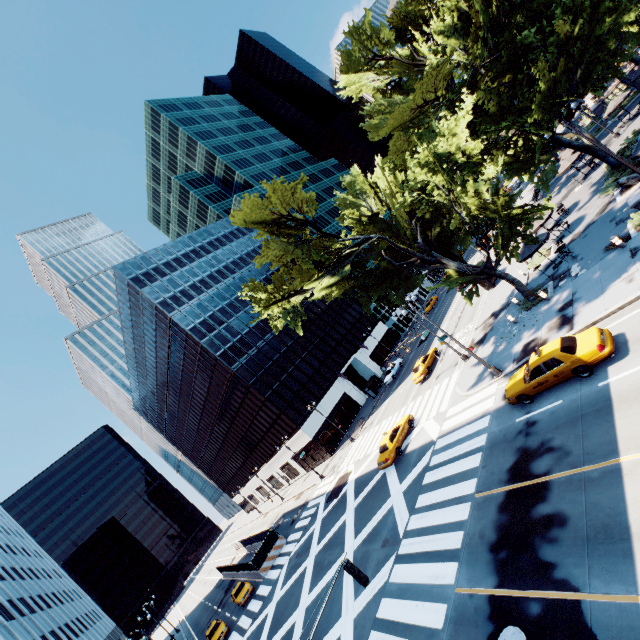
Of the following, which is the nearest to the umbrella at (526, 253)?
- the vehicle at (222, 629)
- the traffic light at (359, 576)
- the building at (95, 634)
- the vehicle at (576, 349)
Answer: the vehicle at (576, 349)

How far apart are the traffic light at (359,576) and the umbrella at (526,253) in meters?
23.7

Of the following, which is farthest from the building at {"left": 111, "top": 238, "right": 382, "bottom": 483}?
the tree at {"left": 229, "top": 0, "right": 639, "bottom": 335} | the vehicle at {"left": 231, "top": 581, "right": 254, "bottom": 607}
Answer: the tree at {"left": 229, "top": 0, "right": 639, "bottom": 335}

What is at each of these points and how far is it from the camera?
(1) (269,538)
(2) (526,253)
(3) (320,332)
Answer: (1) fence, 36.25m
(2) umbrella, 24.28m
(3) building, 59.38m

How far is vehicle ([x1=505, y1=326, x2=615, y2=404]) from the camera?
13.07m

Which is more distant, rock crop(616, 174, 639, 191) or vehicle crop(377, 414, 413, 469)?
vehicle crop(377, 414, 413, 469)

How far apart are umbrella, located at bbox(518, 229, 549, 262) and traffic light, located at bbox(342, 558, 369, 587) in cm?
2369

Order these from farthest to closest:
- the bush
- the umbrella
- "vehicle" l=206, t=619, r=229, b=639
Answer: "vehicle" l=206, t=619, r=229, b=639 → the bush → the umbrella
